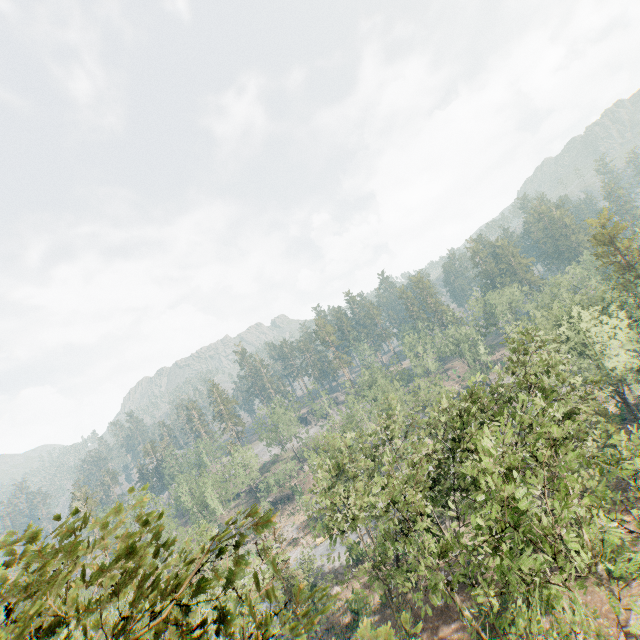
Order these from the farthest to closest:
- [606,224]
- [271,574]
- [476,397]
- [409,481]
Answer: [606,224], [409,481], [476,397], [271,574]
